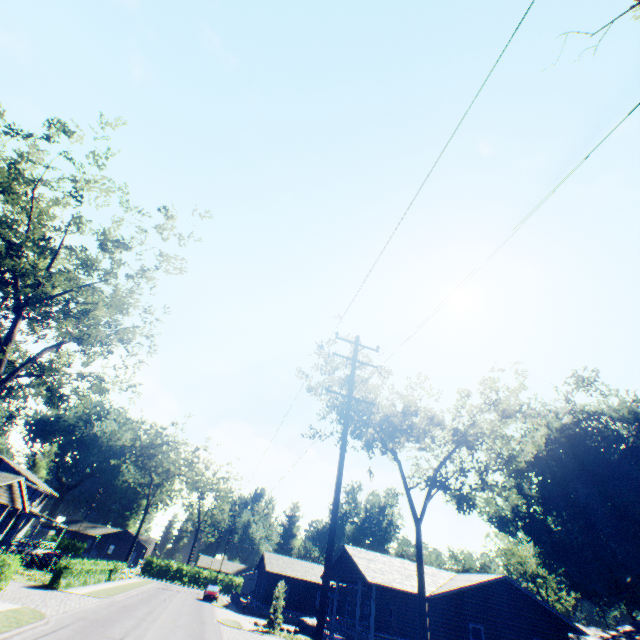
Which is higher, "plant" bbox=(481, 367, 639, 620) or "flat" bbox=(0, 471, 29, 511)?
"plant" bbox=(481, 367, 639, 620)

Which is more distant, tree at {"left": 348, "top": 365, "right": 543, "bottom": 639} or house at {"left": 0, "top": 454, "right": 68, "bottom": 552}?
house at {"left": 0, "top": 454, "right": 68, "bottom": 552}

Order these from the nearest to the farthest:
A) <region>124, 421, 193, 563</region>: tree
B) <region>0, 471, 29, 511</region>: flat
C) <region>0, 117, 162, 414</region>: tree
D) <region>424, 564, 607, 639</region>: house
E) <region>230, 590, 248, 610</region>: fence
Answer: <region>0, 117, 162, 414</region>: tree, <region>424, 564, 607, 639</region>: house, <region>0, 471, 29, 511</region>: flat, <region>230, 590, 248, 610</region>: fence, <region>124, 421, 193, 563</region>: tree

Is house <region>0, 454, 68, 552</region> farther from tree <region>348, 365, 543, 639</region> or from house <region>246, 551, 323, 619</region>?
tree <region>348, 365, 543, 639</region>

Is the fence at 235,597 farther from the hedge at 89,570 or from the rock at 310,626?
the hedge at 89,570

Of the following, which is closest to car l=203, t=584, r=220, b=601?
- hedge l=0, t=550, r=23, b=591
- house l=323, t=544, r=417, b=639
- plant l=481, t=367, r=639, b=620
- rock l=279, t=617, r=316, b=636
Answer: rock l=279, t=617, r=316, b=636

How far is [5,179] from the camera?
17.2 meters

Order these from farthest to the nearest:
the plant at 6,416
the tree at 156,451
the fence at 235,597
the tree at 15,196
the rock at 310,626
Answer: the tree at 156,451 → the plant at 6,416 → the fence at 235,597 → the rock at 310,626 → the tree at 15,196
